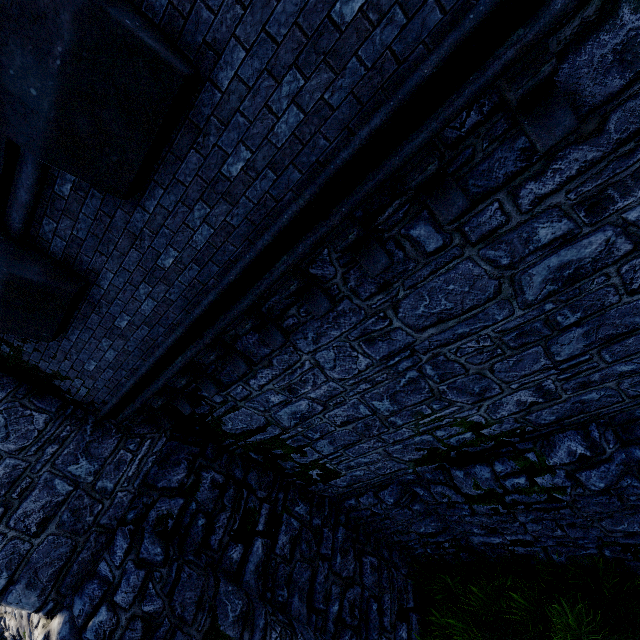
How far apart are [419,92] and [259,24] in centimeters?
130cm
